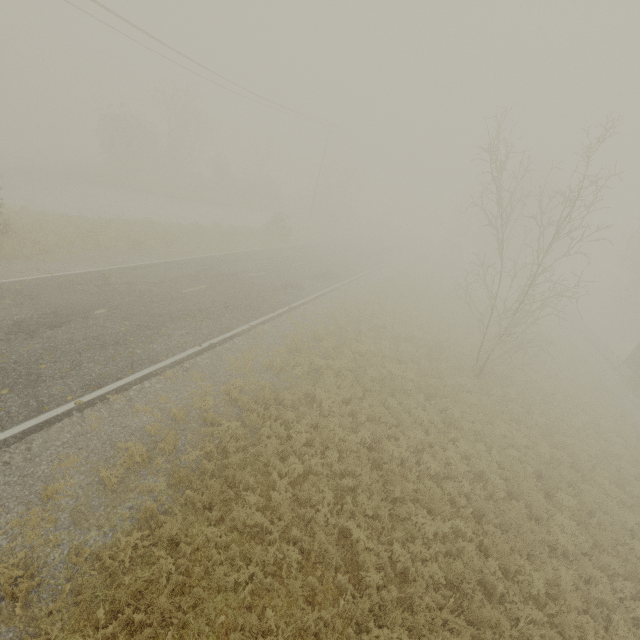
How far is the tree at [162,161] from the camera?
31.55m

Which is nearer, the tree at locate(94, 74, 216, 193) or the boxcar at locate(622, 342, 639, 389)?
the boxcar at locate(622, 342, 639, 389)

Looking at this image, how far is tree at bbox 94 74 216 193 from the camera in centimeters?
3155cm

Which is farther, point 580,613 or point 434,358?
point 434,358

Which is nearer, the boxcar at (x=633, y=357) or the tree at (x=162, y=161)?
the boxcar at (x=633, y=357)
